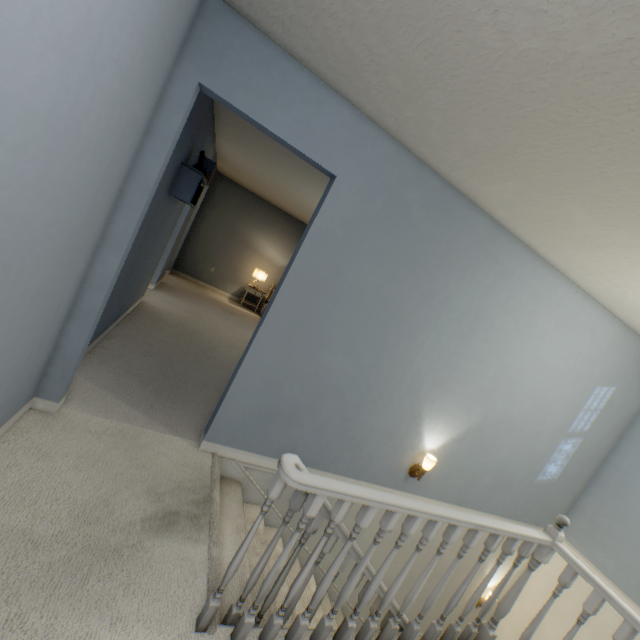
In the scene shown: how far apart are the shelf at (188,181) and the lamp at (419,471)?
3.2 meters

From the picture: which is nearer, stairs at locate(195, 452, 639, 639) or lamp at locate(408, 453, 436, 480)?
stairs at locate(195, 452, 639, 639)

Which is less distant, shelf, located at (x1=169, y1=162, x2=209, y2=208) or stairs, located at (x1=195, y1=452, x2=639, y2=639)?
stairs, located at (x1=195, y1=452, x2=639, y2=639)

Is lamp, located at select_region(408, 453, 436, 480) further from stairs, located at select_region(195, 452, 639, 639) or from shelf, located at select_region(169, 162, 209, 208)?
shelf, located at select_region(169, 162, 209, 208)

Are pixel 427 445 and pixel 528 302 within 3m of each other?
yes

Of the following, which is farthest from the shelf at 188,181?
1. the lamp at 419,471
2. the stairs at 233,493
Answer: the lamp at 419,471

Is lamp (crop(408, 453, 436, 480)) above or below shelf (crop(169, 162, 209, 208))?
below

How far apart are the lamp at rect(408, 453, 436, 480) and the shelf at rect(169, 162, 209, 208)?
3.2m
